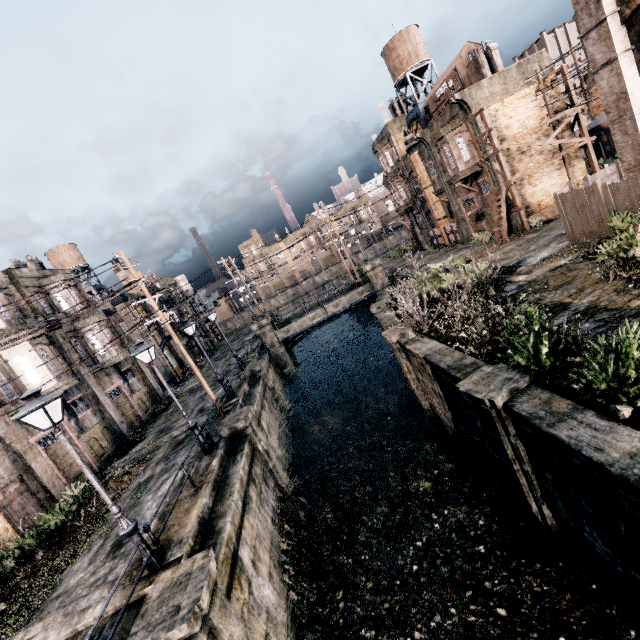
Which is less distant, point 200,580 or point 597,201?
point 200,580

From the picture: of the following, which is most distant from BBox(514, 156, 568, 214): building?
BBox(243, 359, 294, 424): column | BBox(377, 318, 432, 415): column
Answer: BBox(243, 359, 294, 424): column

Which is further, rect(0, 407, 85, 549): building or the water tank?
the water tank

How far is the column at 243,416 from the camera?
14.95m

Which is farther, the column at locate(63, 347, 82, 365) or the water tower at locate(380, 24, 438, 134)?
the water tower at locate(380, 24, 438, 134)

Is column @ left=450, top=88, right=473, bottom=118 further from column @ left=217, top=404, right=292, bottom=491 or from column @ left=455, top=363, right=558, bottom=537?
column @ left=217, top=404, right=292, bottom=491

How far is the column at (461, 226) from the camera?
32.25m

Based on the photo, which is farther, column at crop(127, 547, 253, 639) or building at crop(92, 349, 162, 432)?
building at crop(92, 349, 162, 432)
